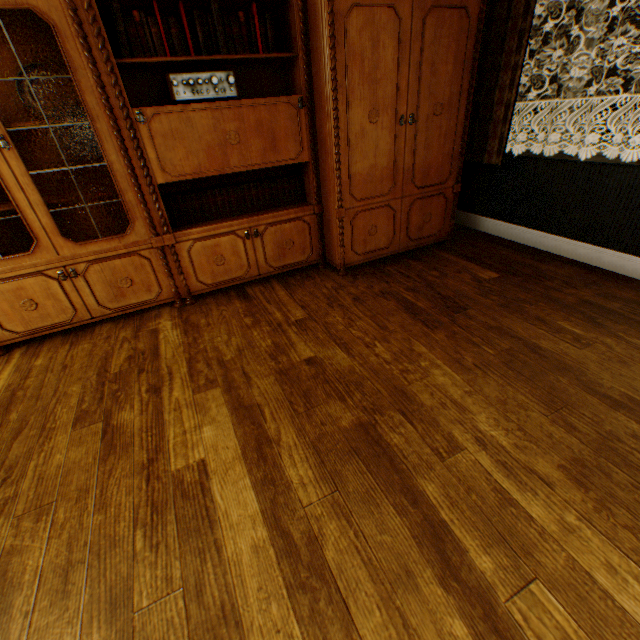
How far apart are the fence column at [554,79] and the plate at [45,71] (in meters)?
22.07

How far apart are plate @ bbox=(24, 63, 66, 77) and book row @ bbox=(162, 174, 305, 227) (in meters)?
0.77

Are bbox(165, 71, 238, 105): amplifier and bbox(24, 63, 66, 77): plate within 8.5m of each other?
yes

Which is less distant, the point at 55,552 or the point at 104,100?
the point at 55,552

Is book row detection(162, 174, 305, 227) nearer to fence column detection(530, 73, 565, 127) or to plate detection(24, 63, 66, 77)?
plate detection(24, 63, 66, 77)

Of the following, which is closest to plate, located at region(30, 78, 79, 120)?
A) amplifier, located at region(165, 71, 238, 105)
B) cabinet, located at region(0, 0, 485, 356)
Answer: cabinet, located at region(0, 0, 485, 356)

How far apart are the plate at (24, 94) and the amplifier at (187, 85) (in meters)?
0.58

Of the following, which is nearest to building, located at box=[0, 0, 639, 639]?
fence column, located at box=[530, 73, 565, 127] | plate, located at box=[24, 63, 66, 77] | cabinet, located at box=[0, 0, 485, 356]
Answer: cabinet, located at box=[0, 0, 485, 356]
